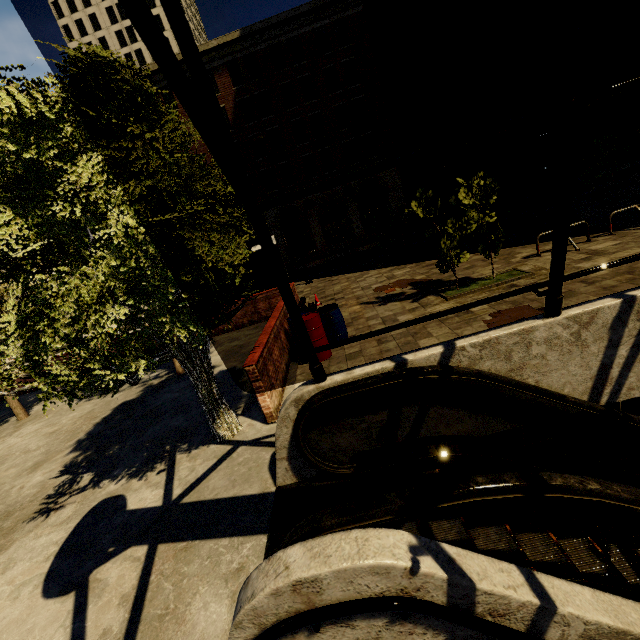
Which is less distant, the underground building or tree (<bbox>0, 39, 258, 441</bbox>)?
the underground building

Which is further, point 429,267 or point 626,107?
point 626,107

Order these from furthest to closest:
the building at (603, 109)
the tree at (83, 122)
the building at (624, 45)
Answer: the building at (603, 109) < the building at (624, 45) < the tree at (83, 122)

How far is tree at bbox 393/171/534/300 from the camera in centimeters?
898cm

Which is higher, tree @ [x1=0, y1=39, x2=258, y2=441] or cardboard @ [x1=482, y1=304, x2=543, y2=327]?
tree @ [x1=0, y1=39, x2=258, y2=441]

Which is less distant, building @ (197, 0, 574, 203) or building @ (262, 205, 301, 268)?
building @ (197, 0, 574, 203)

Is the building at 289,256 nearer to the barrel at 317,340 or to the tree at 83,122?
the tree at 83,122
